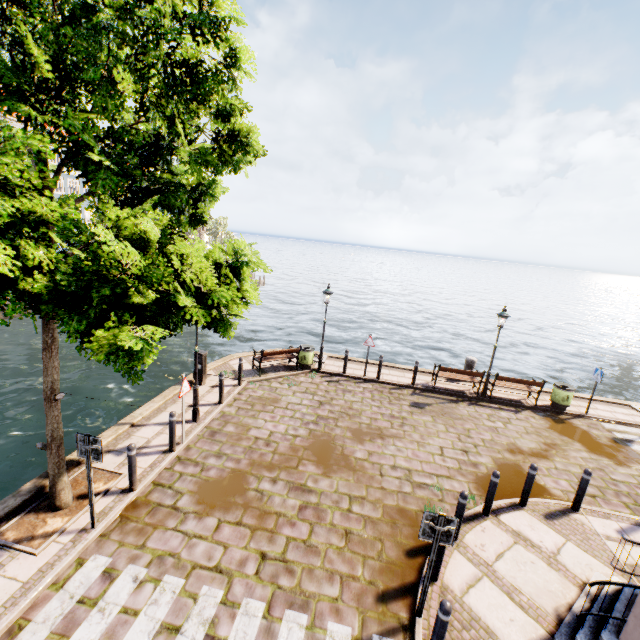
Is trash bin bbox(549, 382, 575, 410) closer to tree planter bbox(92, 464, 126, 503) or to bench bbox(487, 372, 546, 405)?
bench bbox(487, 372, 546, 405)

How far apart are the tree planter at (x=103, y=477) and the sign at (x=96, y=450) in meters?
1.4 m

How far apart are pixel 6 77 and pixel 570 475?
14.33m

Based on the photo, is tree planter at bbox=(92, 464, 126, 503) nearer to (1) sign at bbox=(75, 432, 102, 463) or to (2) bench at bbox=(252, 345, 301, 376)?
(1) sign at bbox=(75, 432, 102, 463)

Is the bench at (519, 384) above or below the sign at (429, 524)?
below

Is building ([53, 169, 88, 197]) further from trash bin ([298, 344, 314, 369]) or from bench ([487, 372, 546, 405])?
bench ([487, 372, 546, 405])

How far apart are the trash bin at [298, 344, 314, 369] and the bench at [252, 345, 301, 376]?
0.1 meters

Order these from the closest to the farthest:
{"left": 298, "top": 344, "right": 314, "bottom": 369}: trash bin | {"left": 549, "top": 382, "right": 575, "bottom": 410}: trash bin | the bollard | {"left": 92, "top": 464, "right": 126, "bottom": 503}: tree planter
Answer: the bollard → {"left": 92, "top": 464, "right": 126, "bottom": 503}: tree planter → {"left": 549, "top": 382, "right": 575, "bottom": 410}: trash bin → {"left": 298, "top": 344, "right": 314, "bottom": 369}: trash bin
